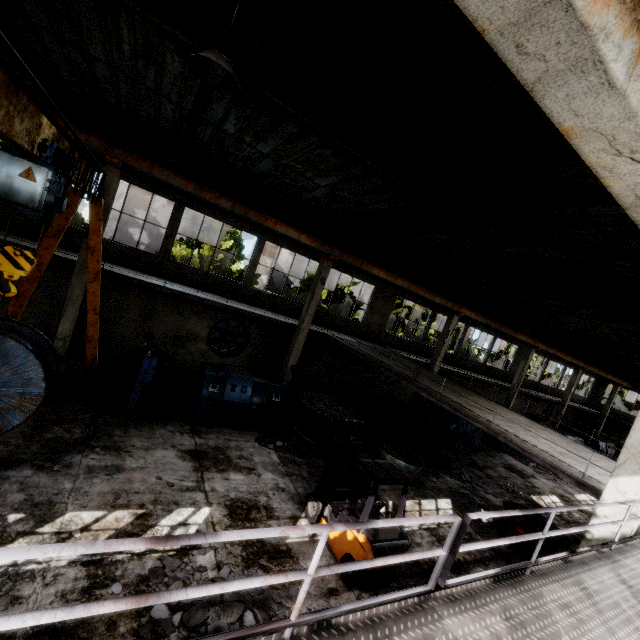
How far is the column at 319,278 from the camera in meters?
15.4 m

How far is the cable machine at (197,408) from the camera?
11.6 meters

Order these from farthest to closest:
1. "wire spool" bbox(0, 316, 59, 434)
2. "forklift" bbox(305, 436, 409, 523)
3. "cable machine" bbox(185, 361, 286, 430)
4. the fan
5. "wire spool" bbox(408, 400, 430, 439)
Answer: "wire spool" bbox(408, 400, 430, 439)
the fan
"cable machine" bbox(185, 361, 286, 430)
"forklift" bbox(305, 436, 409, 523)
"wire spool" bbox(0, 316, 59, 434)

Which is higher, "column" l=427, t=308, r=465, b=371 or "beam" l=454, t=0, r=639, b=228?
"beam" l=454, t=0, r=639, b=228

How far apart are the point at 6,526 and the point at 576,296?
20.0m

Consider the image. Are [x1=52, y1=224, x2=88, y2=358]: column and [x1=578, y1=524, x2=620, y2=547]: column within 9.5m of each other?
no

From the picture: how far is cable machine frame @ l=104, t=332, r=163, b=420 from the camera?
10.22m

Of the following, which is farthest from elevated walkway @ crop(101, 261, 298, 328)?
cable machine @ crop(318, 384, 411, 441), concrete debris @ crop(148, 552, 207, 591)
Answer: concrete debris @ crop(148, 552, 207, 591)
